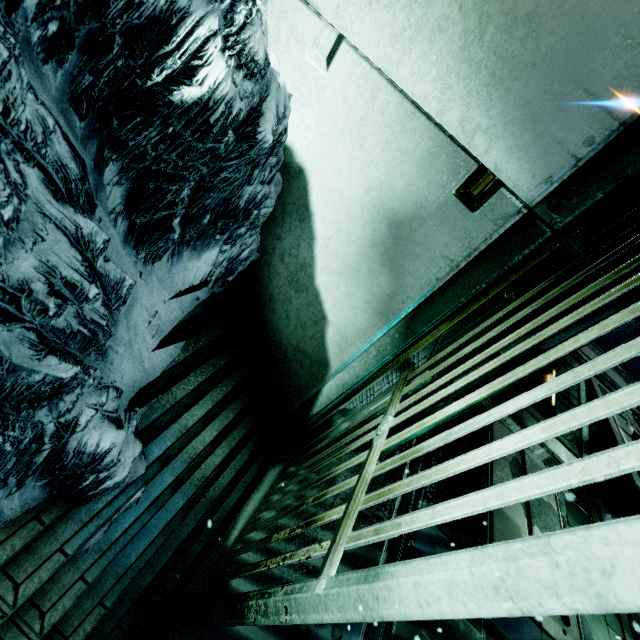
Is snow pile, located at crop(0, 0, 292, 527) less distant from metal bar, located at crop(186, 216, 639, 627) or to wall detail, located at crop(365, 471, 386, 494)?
metal bar, located at crop(186, 216, 639, 627)

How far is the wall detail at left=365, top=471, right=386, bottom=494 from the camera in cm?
272

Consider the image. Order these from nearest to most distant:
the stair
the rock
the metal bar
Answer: the metal bar
the stair
the rock

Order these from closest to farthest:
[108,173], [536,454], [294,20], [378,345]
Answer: [108,173], [294,20], [378,345], [536,454]

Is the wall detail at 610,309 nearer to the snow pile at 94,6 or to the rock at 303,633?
the rock at 303,633

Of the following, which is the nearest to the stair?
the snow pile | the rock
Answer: the snow pile

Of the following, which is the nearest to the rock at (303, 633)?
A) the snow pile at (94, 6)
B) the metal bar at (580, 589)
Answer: the metal bar at (580, 589)
